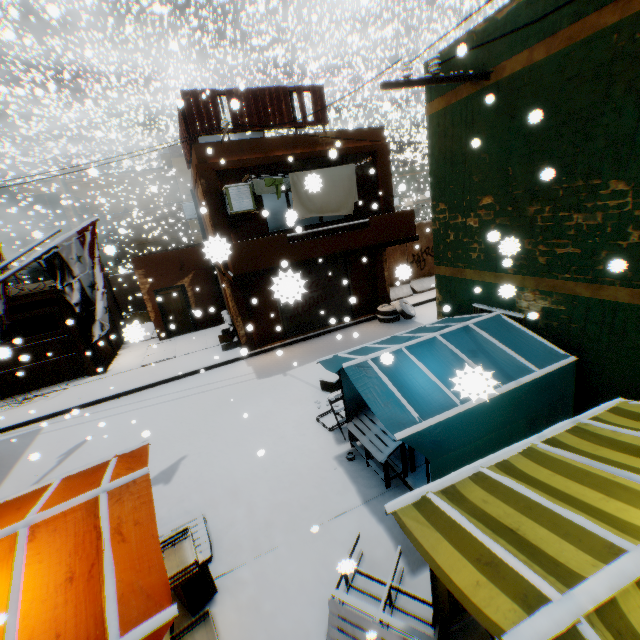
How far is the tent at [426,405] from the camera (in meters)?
4.10

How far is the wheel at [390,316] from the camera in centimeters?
1341cm

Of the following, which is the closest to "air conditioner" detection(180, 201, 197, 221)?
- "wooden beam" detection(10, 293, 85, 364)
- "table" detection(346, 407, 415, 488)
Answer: "wooden beam" detection(10, 293, 85, 364)

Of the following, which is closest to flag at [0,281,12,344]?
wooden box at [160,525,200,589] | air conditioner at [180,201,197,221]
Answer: wooden box at [160,525,200,589]

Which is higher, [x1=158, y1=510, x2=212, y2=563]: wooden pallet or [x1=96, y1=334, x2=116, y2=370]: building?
[x1=96, y1=334, x2=116, y2=370]: building

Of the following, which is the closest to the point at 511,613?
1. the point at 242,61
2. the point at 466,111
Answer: the point at 466,111

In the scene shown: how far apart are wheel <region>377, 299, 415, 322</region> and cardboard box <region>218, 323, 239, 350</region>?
5.3m

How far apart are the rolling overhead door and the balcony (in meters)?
0.02
